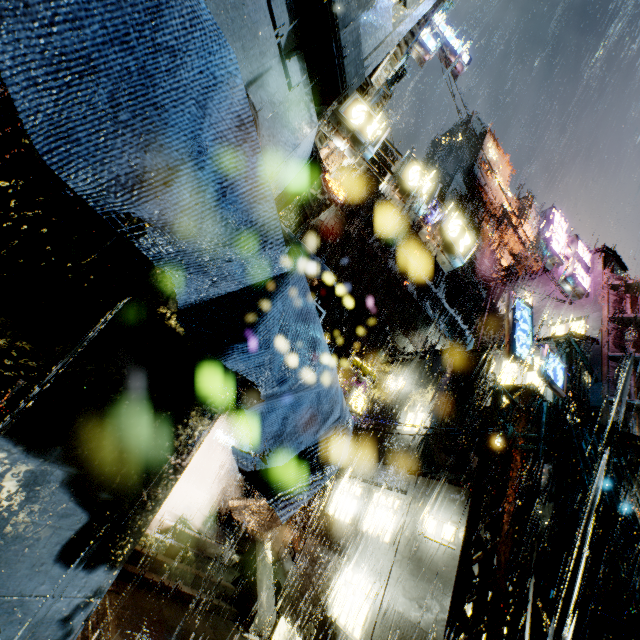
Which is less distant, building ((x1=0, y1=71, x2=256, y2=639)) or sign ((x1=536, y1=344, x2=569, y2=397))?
building ((x1=0, y1=71, x2=256, y2=639))

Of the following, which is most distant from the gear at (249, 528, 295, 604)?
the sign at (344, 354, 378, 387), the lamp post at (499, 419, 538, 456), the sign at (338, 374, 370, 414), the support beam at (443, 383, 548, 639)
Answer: the lamp post at (499, 419, 538, 456)

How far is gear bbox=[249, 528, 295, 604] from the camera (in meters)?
16.91

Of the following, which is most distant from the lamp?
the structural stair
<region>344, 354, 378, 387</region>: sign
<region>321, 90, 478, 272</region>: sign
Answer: the structural stair

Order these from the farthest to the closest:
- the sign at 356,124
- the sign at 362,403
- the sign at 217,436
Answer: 1. the sign at 217,436
2. the sign at 362,403
3. the sign at 356,124

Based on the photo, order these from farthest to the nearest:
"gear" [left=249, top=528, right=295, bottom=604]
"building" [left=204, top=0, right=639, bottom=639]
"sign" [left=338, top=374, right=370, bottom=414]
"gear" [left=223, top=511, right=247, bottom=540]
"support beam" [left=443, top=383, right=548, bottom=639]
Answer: "gear" [left=223, top=511, right=247, bottom=540] → "sign" [left=338, top=374, right=370, bottom=414] → "gear" [left=249, top=528, right=295, bottom=604] → "support beam" [left=443, top=383, right=548, bottom=639] → "building" [left=204, top=0, right=639, bottom=639]

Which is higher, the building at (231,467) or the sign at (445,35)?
the sign at (445,35)

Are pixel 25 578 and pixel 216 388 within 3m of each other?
yes
